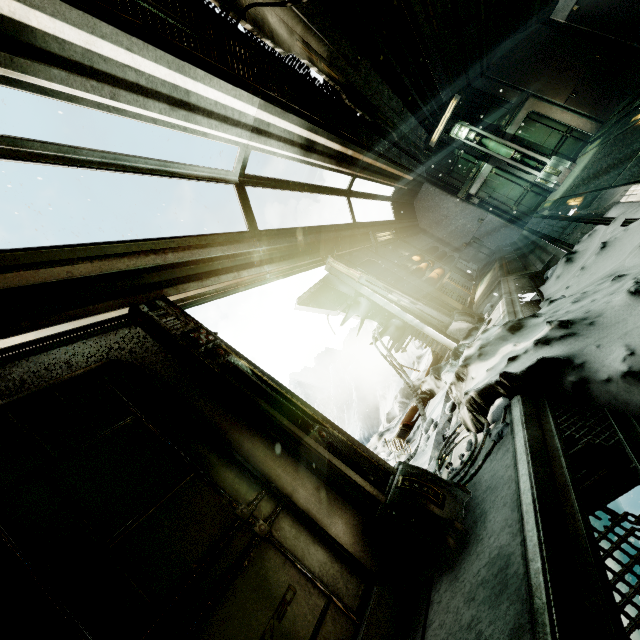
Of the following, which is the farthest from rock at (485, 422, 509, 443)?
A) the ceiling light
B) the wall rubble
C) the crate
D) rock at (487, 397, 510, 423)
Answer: the ceiling light

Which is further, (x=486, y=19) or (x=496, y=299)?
(x=486, y=19)

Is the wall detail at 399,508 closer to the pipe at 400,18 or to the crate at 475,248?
the pipe at 400,18

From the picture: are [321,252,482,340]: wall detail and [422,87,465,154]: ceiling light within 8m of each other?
no

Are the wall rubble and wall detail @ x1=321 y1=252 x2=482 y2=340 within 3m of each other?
yes

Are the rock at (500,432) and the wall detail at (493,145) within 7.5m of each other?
no

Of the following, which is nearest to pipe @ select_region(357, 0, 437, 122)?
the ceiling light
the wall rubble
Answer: the ceiling light

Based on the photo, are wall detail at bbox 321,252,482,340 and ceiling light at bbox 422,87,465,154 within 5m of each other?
no
